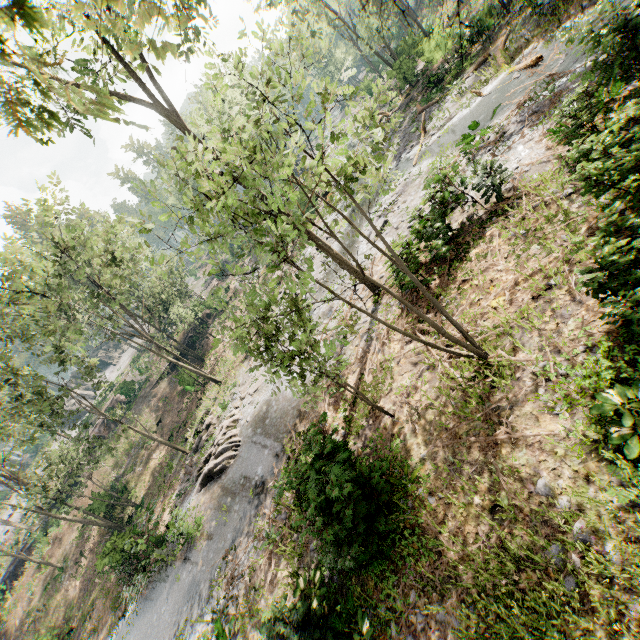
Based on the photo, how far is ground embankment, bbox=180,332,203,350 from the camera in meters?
39.6 m

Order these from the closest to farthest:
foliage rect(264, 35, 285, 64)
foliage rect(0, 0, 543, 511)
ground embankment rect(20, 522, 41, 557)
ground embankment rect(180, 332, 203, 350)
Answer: foliage rect(0, 0, 543, 511) < foliage rect(264, 35, 285, 64) < ground embankment rect(20, 522, 41, 557) < ground embankment rect(180, 332, 203, 350)

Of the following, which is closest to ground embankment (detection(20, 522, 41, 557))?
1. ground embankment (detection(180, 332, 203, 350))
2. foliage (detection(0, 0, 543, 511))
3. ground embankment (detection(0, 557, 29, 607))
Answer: foliage (detection(0, 0, 543, 511))

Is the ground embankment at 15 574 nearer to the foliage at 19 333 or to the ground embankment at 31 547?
the foliage at 19 333

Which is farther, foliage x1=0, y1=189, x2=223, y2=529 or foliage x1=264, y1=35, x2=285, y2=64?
foliage x1=0, y1=189, x2=223, y2=529

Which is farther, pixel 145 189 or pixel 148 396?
pixel 148 396

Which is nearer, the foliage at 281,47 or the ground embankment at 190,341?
the foliage at 281,47

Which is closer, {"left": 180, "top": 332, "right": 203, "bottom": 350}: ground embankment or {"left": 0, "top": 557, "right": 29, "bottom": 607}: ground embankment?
{"left": 0, "top": 557, "right": 29, "bottom": 607}: ground embankment
